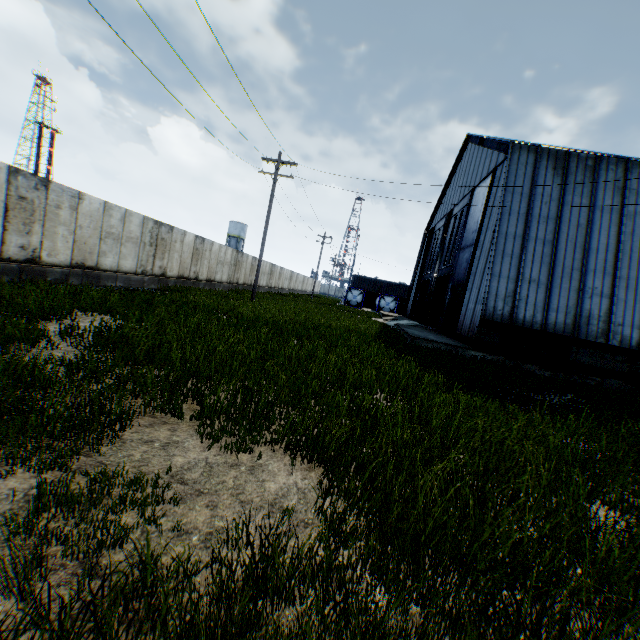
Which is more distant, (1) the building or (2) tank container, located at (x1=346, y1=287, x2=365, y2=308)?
(2) tank container, located at (x1=346, y1=287, x2=365, y2=308)

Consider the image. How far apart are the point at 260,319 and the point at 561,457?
10.6 meters

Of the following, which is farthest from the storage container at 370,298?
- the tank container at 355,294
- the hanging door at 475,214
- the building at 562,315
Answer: the hanging door at 475,214

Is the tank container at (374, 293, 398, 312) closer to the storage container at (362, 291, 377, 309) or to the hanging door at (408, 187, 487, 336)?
the storage container at (362, 291, 377, 309)

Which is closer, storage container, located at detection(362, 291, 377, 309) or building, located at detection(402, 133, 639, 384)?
building, located at detection(402, 133, 639, 384)

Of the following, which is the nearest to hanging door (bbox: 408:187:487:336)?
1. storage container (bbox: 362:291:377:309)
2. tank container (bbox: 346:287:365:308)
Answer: tank container (bbox: 346:287:365:308)

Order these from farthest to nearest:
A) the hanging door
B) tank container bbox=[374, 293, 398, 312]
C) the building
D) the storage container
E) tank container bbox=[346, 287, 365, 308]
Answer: the storage container
tank container bbox=[346, 287, 365, 308]
tank container bbox=[374, 293, 398, 312]
the hanging door
the building

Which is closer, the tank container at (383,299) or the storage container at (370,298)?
the tank container at (383,299)
